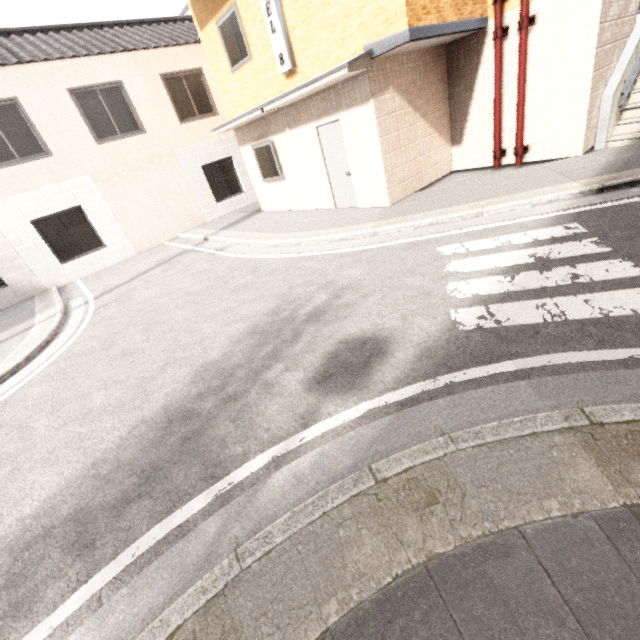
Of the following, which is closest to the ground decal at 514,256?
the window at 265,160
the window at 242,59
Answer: the window at 265,160

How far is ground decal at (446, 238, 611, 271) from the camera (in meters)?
4.02

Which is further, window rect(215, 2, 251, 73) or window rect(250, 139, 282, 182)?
window rect(250, 139, 282, 182)

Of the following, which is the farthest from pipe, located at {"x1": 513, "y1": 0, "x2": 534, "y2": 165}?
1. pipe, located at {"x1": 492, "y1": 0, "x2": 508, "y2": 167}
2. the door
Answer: the door

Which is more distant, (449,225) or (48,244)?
(48,244)

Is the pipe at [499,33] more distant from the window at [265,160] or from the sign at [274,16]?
the window at [265,160]

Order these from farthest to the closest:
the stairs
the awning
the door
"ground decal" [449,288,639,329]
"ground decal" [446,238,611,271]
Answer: the door < the stairs < the awning < "ground decal" [446,238,611,271] < "ground decal" [449,288,639,329]

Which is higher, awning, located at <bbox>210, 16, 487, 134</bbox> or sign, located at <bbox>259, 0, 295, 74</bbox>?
sign, located at <bbox>259, 0, 295, 74</bbox>
